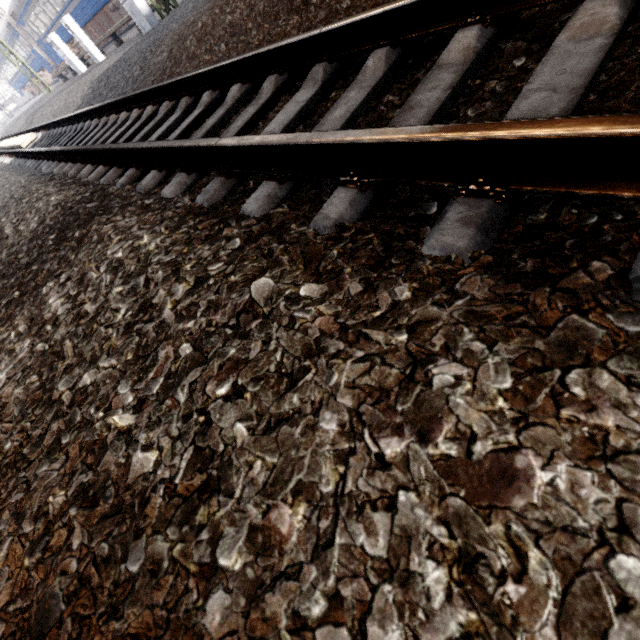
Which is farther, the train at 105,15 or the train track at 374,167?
the train at 105,15

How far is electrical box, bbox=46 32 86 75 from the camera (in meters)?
13.56

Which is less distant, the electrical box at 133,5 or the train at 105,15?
the electrical box at 133,5

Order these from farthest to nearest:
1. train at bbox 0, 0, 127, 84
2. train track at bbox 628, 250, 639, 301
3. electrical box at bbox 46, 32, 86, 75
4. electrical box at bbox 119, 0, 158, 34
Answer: train at bbox 0, 0, 127, 84
electrical box at bbox 46, 32, 86, 75
electrical box at bbox 119, 0, 158, 34
train track at bbox 628, 250, 639, 301

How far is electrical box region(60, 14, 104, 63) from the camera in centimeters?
1180cm

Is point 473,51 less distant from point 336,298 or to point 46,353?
point 336,298

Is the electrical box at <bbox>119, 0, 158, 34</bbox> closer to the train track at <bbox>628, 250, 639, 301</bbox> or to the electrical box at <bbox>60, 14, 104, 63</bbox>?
the train track at <bbox>628, 250, 639, 301</bbox>
